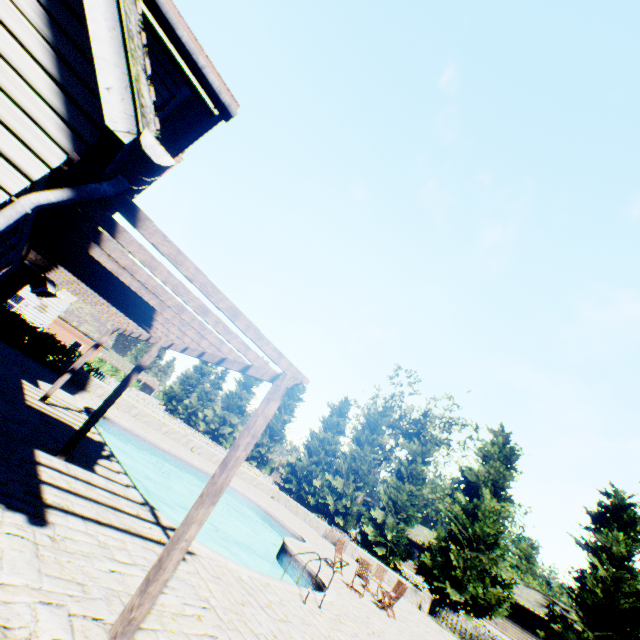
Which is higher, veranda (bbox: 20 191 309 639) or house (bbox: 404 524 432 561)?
house (bbox: 404 524 432 561)

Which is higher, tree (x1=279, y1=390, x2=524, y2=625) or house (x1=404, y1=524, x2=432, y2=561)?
house (x1=404, y1=524, x2=432, y2=561)

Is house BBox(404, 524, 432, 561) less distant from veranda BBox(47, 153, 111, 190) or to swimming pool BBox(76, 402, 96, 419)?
swimming pool BBox(76, 402, 96, 419)

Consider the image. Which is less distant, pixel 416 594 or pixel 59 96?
pixel 59 96

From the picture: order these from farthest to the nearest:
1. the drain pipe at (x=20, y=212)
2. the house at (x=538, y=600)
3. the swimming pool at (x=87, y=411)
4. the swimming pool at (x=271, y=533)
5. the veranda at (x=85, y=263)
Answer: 1. the house at (x=538, y=600)
2. the swimming pool at (x=87, y=411)
3. the swimming pool at (x=271, y=533)
4. the veranda at (x=85, y=263)
5. the drain pipe at (x=20, y=212)

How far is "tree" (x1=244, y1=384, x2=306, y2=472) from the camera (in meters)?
34.62

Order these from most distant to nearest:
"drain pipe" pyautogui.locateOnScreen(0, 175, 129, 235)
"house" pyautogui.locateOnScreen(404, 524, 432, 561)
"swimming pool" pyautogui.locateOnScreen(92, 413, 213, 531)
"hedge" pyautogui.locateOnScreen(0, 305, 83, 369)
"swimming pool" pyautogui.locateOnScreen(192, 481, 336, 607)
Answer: "house" pyautogui.locateOnScreen(404, 524, 432, 561) → "hedge" pyautogui.locateOnScreen(0, 305, 83, 369) → "swimming pool" pyautogui.locateOnScreen(92, 413, 213, 531) → "swimming pool" pyautogui.locateOnScreen(192, 481, 336, 607) → "drain pipe" pyautogui.locateOnScreen(0, 175, 129, 235)

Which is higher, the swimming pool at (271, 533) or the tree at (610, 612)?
the tree at (610, 612)
